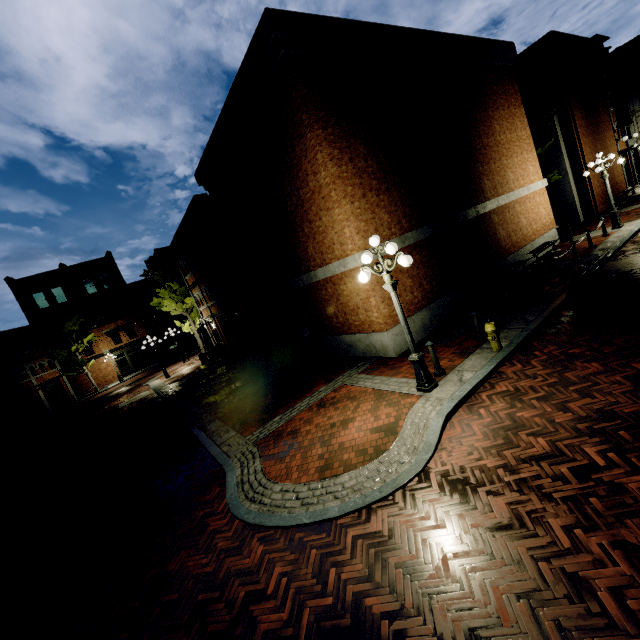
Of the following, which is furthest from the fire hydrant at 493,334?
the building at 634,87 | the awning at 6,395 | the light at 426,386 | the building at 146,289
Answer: the awning at 6,395

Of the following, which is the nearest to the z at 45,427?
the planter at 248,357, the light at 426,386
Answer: the planter at 248,357

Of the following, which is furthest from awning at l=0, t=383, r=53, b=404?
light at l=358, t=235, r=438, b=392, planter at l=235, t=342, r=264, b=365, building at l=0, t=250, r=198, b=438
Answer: light at l=358, t=235, r=438, b=392

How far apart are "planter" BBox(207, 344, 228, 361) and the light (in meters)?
19.71

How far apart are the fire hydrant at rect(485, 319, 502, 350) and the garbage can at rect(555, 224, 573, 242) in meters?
13.2 m

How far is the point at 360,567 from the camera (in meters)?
3.97

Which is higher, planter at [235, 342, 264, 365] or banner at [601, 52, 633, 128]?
banner at [601, 52, 633, 128]

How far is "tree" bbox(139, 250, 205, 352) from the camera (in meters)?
28.23
